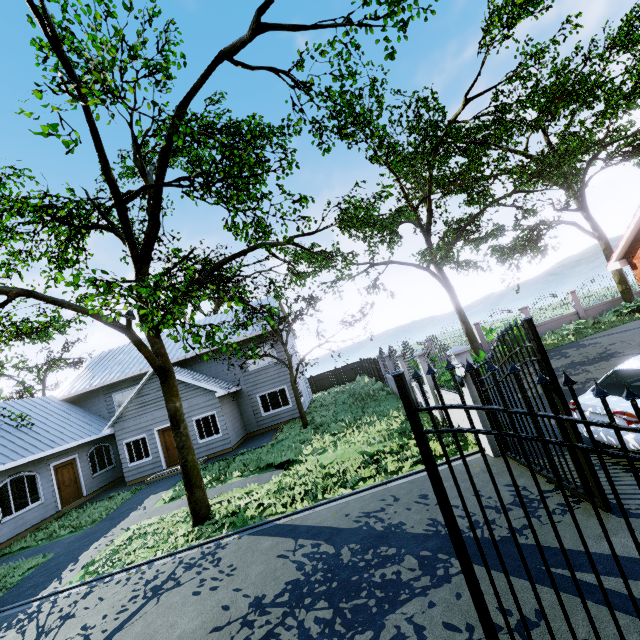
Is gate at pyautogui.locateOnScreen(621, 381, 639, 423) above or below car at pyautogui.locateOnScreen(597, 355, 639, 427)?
above

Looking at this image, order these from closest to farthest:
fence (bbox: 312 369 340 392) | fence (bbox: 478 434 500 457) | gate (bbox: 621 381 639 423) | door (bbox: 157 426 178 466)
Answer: gate (bbox: 621 381 639 423) < fence (bbox: 478 434 500 457) < door (bbox: 157 426 178 466) < fence (bbox: 312 369 340 392)

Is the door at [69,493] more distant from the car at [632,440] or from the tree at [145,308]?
the car at [632,440]

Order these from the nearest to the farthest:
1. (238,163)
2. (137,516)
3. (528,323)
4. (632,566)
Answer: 1. (632,566)
2. (528,323)
3. (238,163)
4. (137,516)

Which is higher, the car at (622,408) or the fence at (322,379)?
the fence at (322,379)

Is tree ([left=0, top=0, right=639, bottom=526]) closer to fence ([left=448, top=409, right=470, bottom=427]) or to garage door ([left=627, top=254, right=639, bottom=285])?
fence ([left=448, top=409, right=470, bottom=427])

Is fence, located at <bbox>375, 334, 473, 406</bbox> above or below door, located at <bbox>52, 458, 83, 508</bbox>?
above

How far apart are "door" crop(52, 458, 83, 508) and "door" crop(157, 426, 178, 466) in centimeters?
441cm
